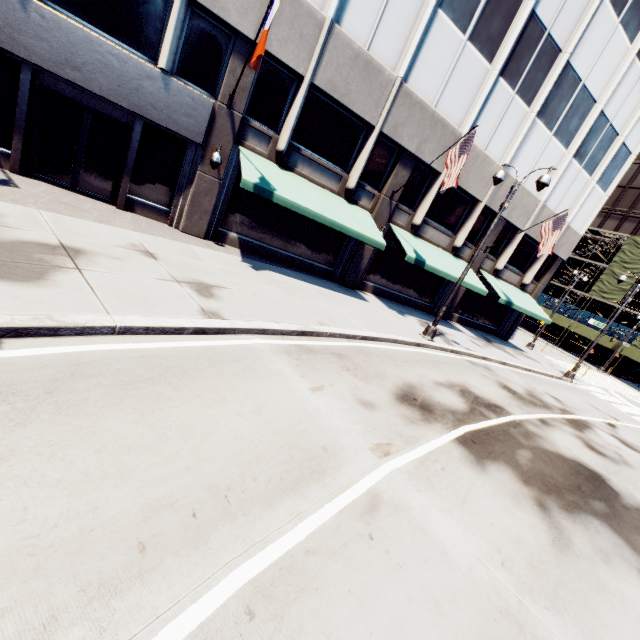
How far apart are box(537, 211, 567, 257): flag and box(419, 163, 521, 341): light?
6.34m

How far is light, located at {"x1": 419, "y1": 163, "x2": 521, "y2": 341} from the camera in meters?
12.2

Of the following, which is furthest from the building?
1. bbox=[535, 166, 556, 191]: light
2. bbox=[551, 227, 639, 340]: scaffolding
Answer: bbox=[551, 227, 639, 340]: scaffolding

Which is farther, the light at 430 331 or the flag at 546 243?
the flag at 546 243

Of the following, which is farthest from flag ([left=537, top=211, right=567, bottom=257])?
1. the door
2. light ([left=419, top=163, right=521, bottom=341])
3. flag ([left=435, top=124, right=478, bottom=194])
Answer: the door

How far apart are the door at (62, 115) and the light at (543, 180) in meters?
14.3

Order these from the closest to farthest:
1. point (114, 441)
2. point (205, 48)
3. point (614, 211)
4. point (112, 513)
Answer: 1. point (112, 513)
2. point (114, 441)
3. point (205, 48)
4. point (614, 211)

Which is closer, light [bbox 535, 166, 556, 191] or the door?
the door
